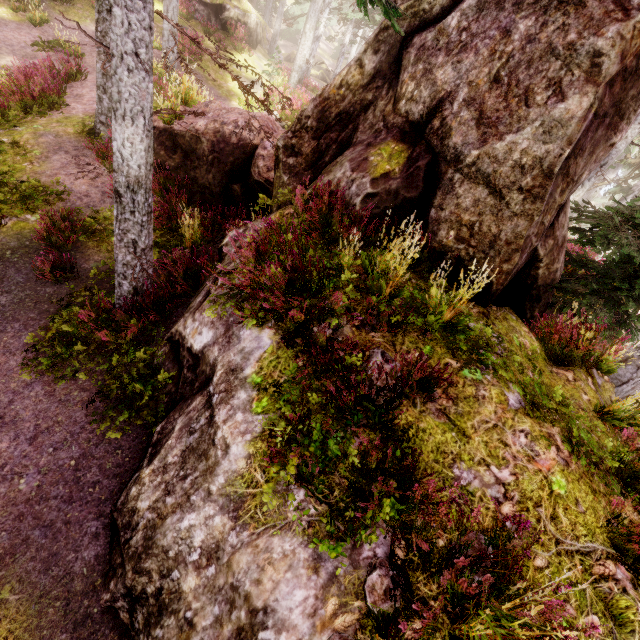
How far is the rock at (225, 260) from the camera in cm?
555

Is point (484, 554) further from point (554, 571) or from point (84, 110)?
point (84, 110)

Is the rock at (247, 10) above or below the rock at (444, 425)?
above

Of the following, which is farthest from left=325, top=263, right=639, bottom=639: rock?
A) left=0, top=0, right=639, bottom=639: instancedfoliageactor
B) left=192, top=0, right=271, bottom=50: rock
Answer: left=192, top=0, right=271, bottom=50: rock

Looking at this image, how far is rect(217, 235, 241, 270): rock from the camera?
5.6m

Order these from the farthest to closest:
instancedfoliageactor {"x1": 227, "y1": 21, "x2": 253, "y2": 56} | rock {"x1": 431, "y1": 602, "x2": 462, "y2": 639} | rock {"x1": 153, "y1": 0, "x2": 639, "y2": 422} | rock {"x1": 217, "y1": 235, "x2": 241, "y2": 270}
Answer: instancedfoliageactor {"x1": 227, "y1": 21, "x2": 253, "y2": 56}
rock {"x1": 217, "y1": 235, "x2": 241, "y2": 270}
rock {"x1": 153, "y1": 0, "x2": 639, "y2": 422}
rock {"x1": 431, "y1": 602, "x2": 462, "y2": 639}

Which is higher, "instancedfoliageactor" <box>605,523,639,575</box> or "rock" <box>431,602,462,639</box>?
"instancedfoliageactor" <box>605,523,639,575</box>
